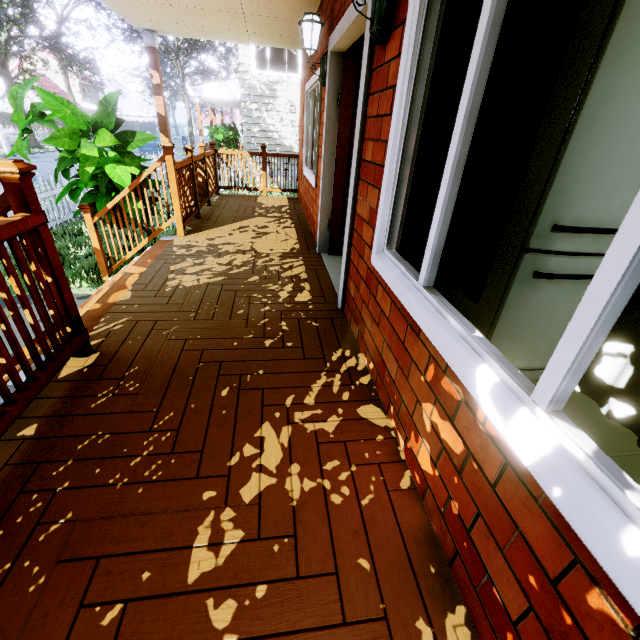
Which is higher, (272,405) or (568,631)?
(568,631)

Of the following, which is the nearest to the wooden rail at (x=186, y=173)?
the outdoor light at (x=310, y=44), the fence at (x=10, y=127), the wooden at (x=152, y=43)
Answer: the wooden at (x=152, y=43)

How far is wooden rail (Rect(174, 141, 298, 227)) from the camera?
4.7 meters

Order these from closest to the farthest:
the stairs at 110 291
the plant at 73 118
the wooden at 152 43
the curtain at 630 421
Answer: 1. the curtain at 630 421
2. the stairs at 110 291
3. the plant at 73 118
4. the wooden at 152 43

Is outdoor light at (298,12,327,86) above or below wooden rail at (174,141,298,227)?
above

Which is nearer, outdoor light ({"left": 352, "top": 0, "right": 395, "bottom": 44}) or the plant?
outdoor light ({"left": 352, "top": 0, "right": 395, "bottom": 44})

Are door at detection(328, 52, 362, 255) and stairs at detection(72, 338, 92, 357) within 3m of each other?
yes

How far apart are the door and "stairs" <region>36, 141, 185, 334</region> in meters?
2.1 m
